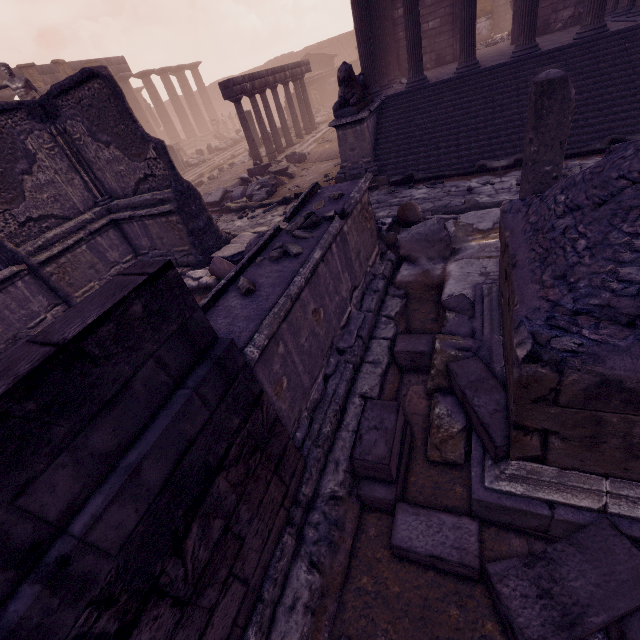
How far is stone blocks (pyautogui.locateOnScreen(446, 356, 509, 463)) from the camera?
2.09m

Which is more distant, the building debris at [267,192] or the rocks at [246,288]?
the building debris at [267,192]

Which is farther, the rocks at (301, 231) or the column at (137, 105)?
the column at (137, 105)

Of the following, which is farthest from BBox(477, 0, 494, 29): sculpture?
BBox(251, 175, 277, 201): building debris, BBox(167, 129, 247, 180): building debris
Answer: BBox(251, 175, 277, 201): building debris

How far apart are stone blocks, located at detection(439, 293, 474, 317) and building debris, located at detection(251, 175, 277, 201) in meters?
8.6

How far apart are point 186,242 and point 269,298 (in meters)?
5.58

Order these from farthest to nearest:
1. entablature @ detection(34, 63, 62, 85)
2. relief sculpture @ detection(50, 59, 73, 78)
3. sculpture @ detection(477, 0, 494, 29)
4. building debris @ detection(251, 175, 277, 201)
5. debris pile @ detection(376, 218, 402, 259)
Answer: relief sculpture @ detection(50, 59, 73, 78)
entablature @ detection(34, 63, 62, 85)
sculpture @ detection(477, 0, 494, 29)
building debris @ detection(251, 175, 277, 201)
debris pile @ detection(376, 218, 402, 259)

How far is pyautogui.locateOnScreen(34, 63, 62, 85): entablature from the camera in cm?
1939
